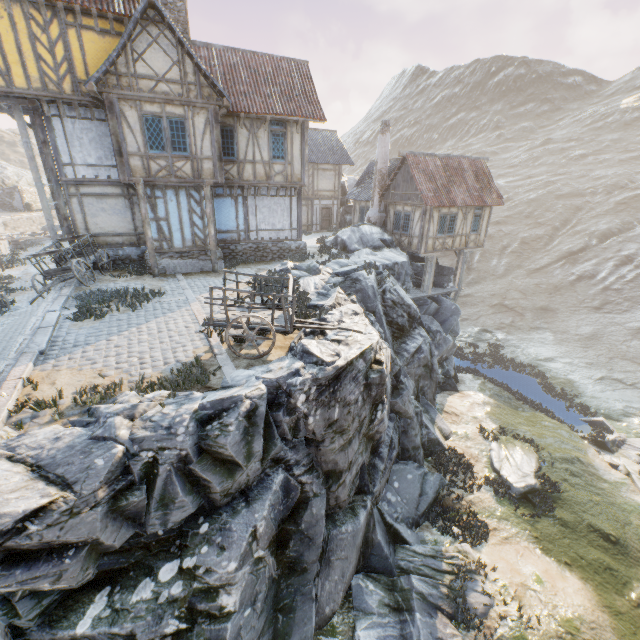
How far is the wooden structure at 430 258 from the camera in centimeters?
2176cm

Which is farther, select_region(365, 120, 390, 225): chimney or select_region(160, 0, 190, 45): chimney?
select_region(365, 120, 390, 225): chimney

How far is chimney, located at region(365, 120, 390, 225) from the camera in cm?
2172

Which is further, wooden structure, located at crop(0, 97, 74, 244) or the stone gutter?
wooden structure, located at crop(0, 97, 74, 244)

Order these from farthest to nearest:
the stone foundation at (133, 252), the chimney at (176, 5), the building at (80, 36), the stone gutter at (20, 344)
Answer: the stone foundation at (133, 252) → the chimney at (176, 5) → the building at (80, 36) → the stone gutter at (20, 344)

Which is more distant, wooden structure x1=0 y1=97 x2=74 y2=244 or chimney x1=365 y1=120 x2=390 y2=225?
chimney x1=365 y1=120 x2=390 y2=225

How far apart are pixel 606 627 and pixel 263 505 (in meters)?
11.23

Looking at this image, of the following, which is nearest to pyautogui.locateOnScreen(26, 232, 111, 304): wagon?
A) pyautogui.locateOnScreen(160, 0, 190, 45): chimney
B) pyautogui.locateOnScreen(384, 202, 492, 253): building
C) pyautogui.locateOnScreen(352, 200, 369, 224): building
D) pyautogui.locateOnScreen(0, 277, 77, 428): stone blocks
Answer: pyautogui.locateOnScreen(0, 277, 77, 428): stone blocks
